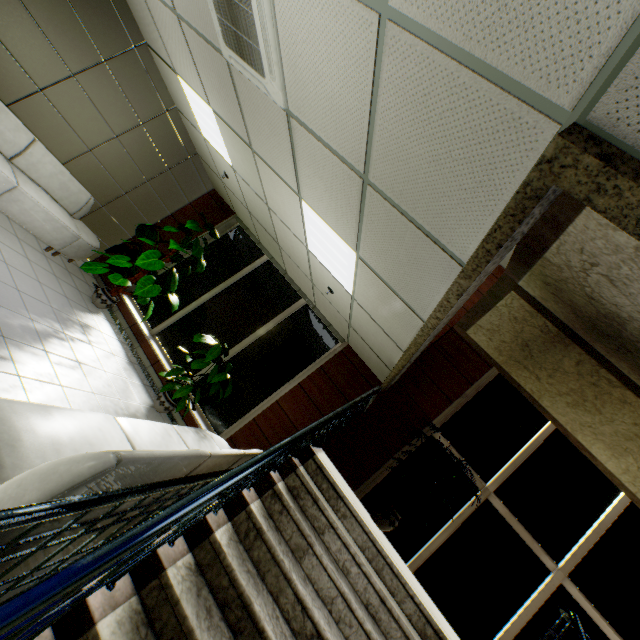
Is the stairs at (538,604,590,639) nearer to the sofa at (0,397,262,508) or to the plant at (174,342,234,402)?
the sofa at (0,397,262,508)

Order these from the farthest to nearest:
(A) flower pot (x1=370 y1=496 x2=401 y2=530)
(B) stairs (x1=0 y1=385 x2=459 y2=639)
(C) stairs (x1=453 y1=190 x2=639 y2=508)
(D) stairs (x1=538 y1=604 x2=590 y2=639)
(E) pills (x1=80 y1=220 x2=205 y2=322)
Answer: (E) pills (x1=80 y1=220 x2=205 y2=322) → (A) flower pot (x1=370 y1=496 x2=401 y2=530) → (D) stairs (x1=538 y1=604 x2=590 y2=639) → (C) stairs (x1=453 y1=190 x2=639 y2=508) → (B) stairs (x1=0 y1=385 x2=459 y2=639)

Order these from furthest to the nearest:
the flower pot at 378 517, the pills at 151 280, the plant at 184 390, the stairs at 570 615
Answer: the pills at 151 280 < the plant at 184 390 < the flower pot at 378 517 < the stairs at 570 615

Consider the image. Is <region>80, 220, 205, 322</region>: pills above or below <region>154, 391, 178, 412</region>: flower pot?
above

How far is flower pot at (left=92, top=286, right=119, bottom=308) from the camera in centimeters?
578cm

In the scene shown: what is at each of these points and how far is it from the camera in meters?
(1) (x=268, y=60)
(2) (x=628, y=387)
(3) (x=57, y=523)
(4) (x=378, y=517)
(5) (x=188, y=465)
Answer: (1) air conditioning vent, 2.4 m
(2) stairs, 3.8 m
(3) sofa, 1.6 m
(4) flower pot, 4.4 m
(5) sofa, 2.4 m

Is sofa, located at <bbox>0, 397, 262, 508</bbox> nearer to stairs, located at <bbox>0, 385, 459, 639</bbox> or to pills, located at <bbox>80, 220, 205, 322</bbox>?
stairs, located at <bbox>0, 385, 459, 639</bbox>

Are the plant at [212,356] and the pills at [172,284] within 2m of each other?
yes
